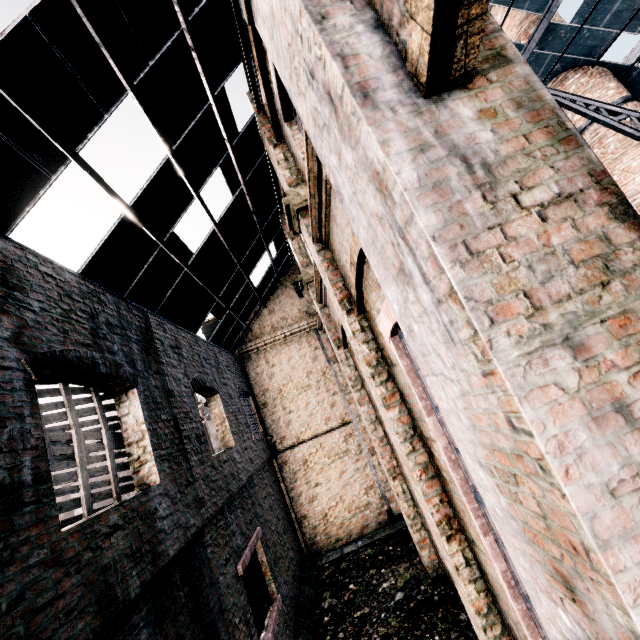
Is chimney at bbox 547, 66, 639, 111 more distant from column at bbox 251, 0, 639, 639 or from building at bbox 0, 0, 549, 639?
column at bbox 251, 0, 639, 639

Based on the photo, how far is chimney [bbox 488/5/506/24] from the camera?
17.6 meters

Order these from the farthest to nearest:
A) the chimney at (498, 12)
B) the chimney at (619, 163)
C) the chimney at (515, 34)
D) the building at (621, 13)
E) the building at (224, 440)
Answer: the chimney at (498, 12), the chimney at (515, 34), the chimney at (619, 163), the building at (621, 13), the building at (224, 440)

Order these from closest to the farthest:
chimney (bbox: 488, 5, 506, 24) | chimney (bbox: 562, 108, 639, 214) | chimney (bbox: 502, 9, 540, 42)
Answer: chimney (bbox: 562, 108, 639, 214), chimney (bbox: 502, 9, 540, 42), chimney (bbox: 488, 5, 506, 24)

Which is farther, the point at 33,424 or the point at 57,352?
the point at 57,352

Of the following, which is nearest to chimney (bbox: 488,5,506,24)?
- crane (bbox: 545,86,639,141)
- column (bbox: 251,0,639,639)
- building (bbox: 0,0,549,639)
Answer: building (bbox: 0,0,549,639)

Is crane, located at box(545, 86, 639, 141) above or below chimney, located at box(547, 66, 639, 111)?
below

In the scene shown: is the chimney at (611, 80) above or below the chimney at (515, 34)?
below
